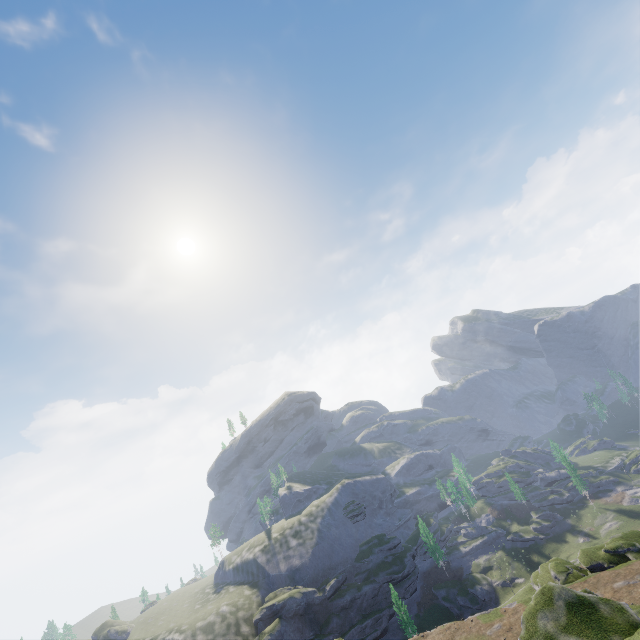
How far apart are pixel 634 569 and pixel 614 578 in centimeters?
266cm
